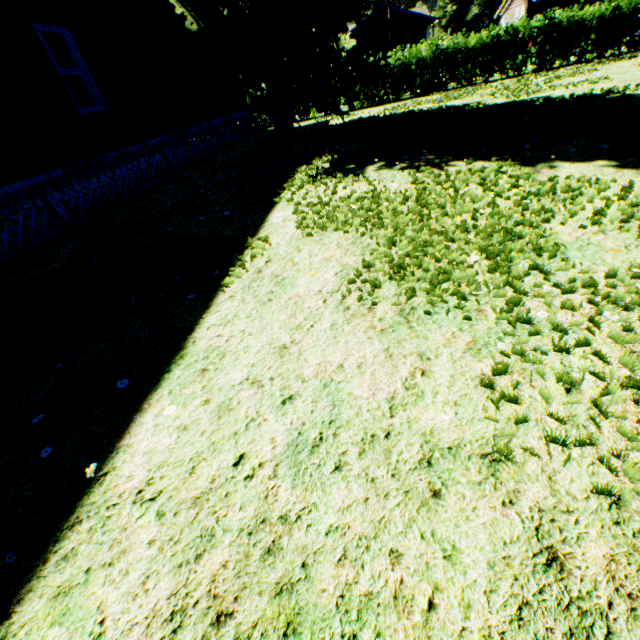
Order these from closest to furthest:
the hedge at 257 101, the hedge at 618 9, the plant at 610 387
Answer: the plant at 610 387 → the hedge at 618 9 → the hedge at 257 101

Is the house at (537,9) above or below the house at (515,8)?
below

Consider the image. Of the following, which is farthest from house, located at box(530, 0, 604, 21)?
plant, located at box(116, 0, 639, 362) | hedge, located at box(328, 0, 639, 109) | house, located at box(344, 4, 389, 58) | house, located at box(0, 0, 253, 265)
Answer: house, located at box(0, 0, 253, 265)

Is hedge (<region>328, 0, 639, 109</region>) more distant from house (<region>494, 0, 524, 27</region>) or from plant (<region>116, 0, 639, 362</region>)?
house (<region>494, 0, 524, 27</region>)

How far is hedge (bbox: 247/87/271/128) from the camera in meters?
18.3 m

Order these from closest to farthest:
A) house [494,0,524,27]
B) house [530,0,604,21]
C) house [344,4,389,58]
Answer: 1. house [344,4,389,58]
2. house [530,0,604,21]
3. house [494,0,524,27]

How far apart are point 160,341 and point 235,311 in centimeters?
70cm
